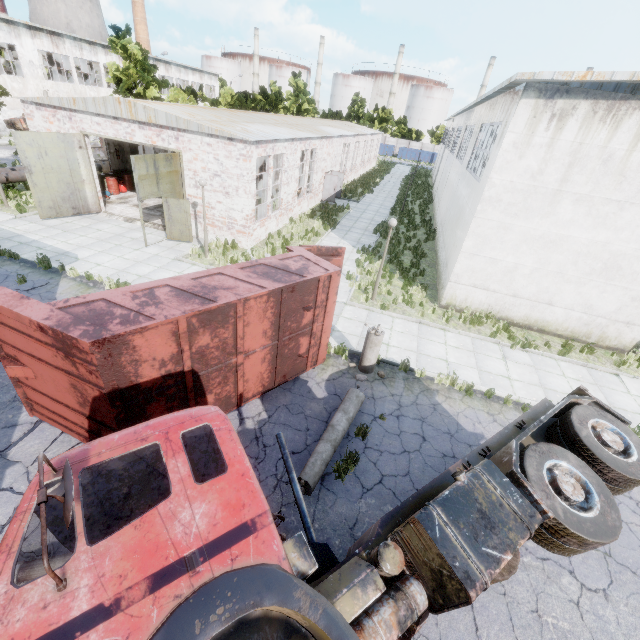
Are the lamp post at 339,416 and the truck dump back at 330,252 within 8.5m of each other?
yes

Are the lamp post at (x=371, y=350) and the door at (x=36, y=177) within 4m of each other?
no

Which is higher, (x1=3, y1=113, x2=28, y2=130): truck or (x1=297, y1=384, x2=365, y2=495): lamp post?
(x1=3, y1=113, x2=28, y2=130): truck

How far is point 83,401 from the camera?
5.7 meters

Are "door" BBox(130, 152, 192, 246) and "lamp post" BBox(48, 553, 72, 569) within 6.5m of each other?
no

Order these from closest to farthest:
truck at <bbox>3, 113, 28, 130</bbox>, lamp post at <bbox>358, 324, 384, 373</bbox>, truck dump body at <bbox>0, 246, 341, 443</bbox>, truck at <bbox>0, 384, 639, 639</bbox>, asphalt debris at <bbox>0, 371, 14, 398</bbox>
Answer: truck at <bbox>0, 384, 639, 639</bbox> → truck dump body at <bbox>0, 246, 341, 443</bbox> → asphalt debris at <bbox>0, 371, 14, 398</bbox> → lamp post at <bbox>358, 324, 384, 373</bbox> → truck at <bbox>3, 113, 28, 130</bbox>

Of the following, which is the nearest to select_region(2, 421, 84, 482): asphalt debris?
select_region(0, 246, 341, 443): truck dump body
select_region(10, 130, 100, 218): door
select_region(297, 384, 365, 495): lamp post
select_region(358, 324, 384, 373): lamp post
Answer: select_region(0, 246, 341, 443): truck dump body

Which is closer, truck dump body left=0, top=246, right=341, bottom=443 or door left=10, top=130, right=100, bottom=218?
truck dump body left=0, top=246, right=341, bottom=443
